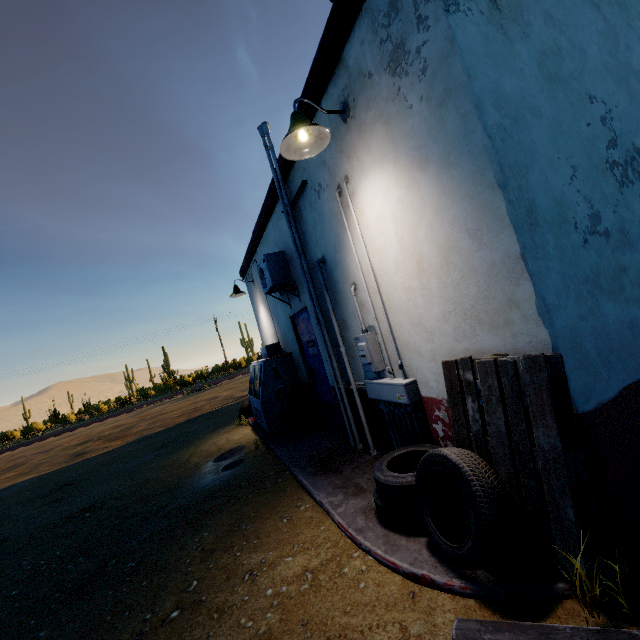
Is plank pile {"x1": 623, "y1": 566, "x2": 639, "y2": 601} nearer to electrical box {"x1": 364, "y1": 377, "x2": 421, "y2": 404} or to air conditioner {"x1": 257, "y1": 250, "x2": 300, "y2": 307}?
electrical box {"x1": 364, "y1": 377, "x2": 421, "y2": 404}

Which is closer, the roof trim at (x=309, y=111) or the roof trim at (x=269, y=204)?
the roof trim at (x=309, y=111)

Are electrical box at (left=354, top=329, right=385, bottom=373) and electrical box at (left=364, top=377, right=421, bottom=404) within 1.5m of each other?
yes

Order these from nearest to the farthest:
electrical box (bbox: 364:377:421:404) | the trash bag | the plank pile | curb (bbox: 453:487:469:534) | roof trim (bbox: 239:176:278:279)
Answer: the plank pile < curb (bbox: 453:487:469:534) < electrical box (bbox: 364:377:421:404) < roof trim (bbox: 239:176:278:279) < the trash bag

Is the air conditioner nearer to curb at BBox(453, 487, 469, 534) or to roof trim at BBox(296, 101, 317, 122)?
roof trim at BBox(296, 101, 317, 122)

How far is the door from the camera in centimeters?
551cm

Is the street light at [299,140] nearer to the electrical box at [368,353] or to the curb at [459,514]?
the electrical box at [368,353]

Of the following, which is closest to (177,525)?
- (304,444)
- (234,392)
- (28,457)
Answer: (304,444)
